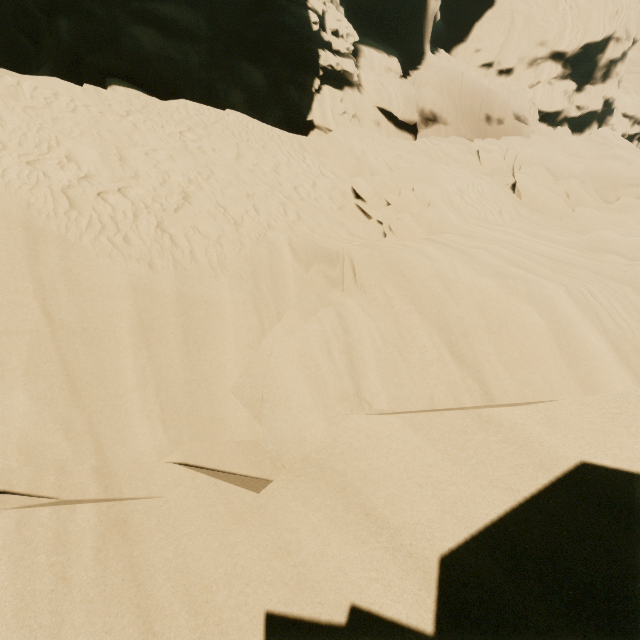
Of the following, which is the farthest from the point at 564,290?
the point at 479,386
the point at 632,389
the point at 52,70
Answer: the point at 52,70
